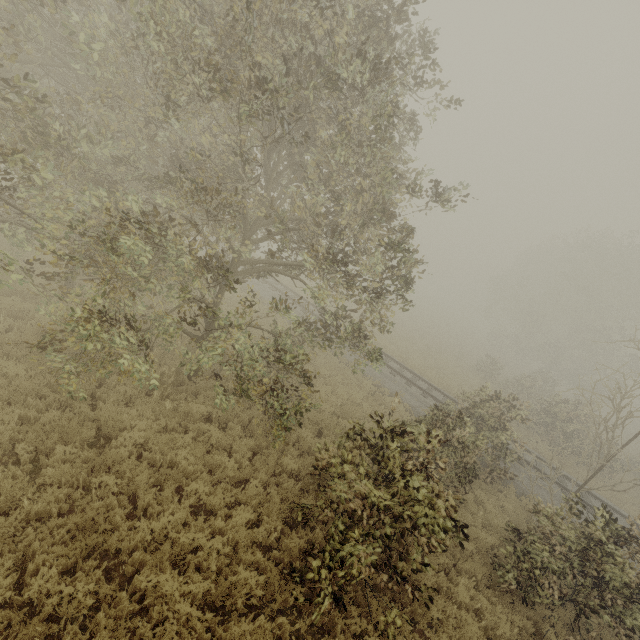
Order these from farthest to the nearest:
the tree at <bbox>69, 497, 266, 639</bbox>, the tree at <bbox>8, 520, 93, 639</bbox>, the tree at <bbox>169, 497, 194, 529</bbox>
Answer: the tree at <bbox>169, 497, 194, 529</bbox> → the tree at <bbox>69, 497, 266, 639</bbox> → the tree at <bbox>8, 520, 93, 639</bbox>

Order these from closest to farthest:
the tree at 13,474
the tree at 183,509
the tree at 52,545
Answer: the tree at 52,545, the tree at 13,474, the tree at 183,509

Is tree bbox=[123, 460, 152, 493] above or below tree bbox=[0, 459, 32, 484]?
above

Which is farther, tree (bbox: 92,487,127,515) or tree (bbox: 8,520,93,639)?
tree (bbox: 92,487,127,515)

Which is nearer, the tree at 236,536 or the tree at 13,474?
the tree at 236,536

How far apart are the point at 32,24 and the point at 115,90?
2.7 meters
